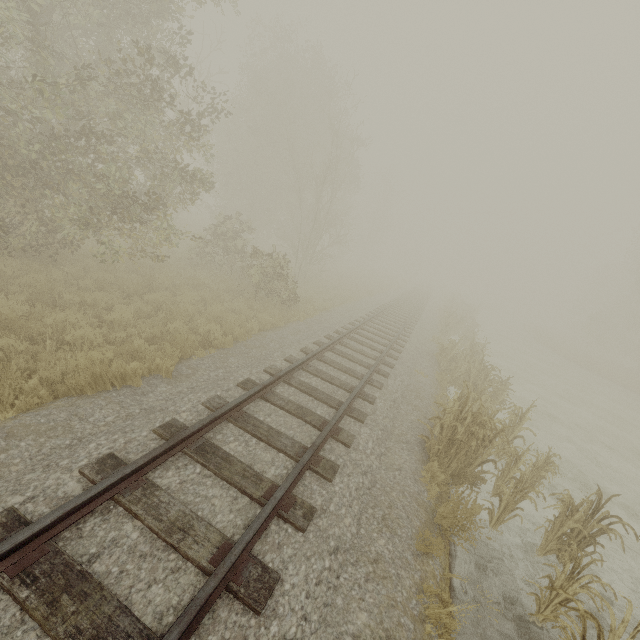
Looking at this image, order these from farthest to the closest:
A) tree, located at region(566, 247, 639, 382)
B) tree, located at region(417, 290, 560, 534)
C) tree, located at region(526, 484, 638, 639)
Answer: tree, located at region(566, 247, 639, 382), tree, located at region(417, 290, 560, 534), tree, located at region(526, 484, 638, 639)

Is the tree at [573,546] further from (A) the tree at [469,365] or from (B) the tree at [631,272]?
(B) the tree at [631,272]

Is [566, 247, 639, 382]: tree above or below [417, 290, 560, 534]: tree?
above

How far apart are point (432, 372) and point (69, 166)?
16.9 meters

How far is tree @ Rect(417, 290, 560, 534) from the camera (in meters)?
6.05

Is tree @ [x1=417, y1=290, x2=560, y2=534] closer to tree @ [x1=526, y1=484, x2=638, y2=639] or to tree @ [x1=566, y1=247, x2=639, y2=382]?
tree @ [x1=526, y1=484, x2=638, y2=639]
